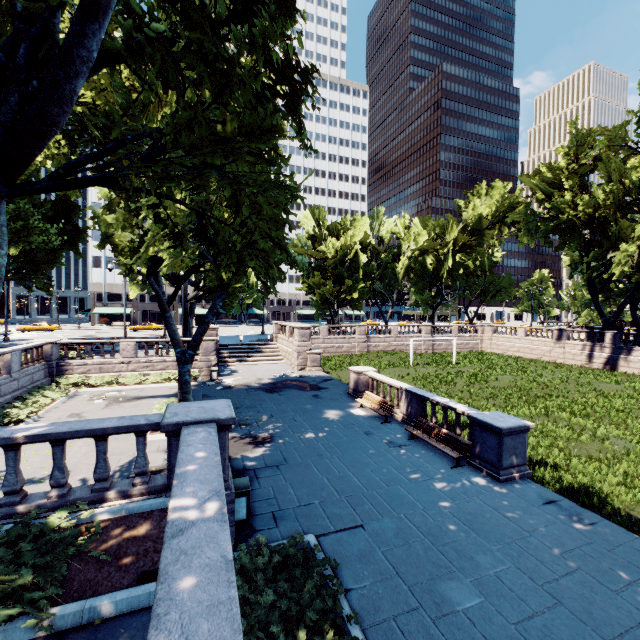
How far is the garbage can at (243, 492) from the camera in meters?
8.0

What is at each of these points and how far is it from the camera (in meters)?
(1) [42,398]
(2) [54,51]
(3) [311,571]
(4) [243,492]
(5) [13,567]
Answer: (1) bush, 17.59
(2) tree, 5.12
(3) bush, 6.11
(4) garbage can, 8.07
(5) bush, 4.41

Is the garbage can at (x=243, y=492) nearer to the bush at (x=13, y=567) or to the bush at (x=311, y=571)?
the bush at (x=311, y=571)

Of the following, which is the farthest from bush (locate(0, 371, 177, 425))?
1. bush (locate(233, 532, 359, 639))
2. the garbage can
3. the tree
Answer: bush (locate(233, 532, 359, 639))

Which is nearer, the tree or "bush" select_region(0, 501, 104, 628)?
"bush" select_region(0, 501, 104, 628)

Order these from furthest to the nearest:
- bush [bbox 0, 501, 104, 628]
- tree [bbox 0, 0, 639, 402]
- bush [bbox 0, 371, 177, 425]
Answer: bush [bbox 0, 371, 177, 425] < tree [bbox 0, 0, 639, 402] < bush [bbox 0, 501, 104, 628]

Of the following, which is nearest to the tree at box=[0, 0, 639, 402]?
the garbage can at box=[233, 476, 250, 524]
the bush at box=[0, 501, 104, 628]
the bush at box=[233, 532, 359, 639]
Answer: the bush at box=[0, 501, 104, 628]

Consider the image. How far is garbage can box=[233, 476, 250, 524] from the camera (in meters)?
8.02
